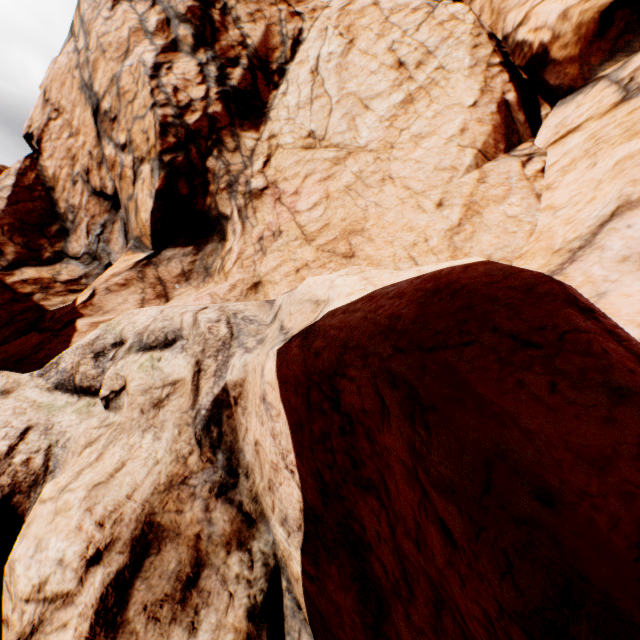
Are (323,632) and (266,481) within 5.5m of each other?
yes
